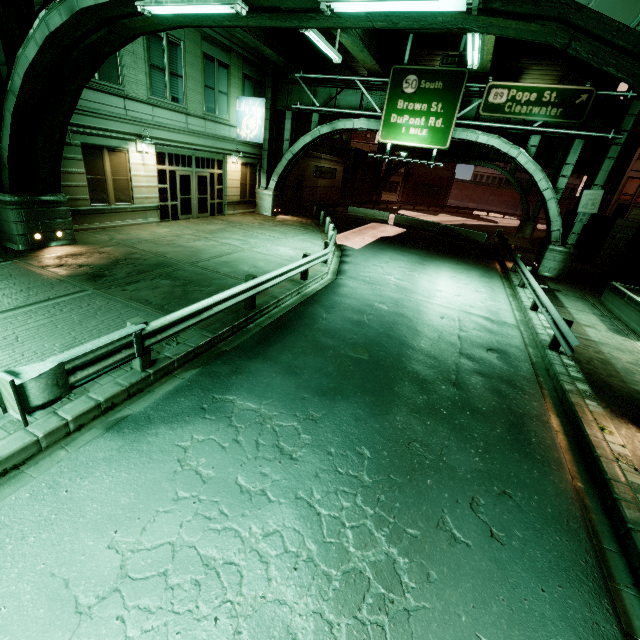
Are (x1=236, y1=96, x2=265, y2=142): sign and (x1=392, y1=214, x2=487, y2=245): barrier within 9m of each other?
no

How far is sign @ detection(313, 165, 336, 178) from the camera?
31.8 meters

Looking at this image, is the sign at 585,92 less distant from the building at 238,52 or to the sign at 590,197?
the sign at 590,197

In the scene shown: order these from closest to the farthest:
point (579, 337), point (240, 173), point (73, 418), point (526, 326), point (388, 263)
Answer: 1. point (73, 418)
2. point (579, 337)
3. point (526, 326)
4. point (388, 263)
5. point (240, 173)

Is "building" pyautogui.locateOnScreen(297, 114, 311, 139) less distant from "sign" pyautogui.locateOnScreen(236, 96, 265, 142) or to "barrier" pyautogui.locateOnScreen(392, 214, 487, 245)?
"sign" pyautogui.locateOnScreen(236, 96, 265, 142)

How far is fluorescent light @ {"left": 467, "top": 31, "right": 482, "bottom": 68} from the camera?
9.77m

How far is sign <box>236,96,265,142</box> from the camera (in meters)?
19.20

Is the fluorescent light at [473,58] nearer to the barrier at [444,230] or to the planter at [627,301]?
the planter at [627,301]
